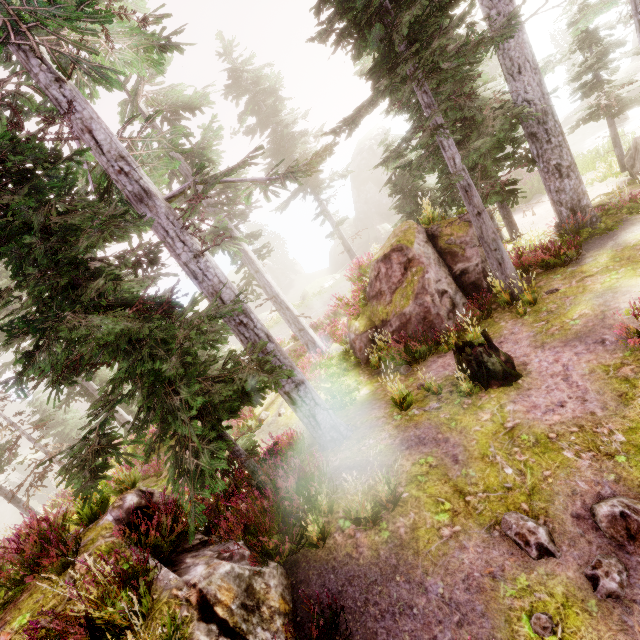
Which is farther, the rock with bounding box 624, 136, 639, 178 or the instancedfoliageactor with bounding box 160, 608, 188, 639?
the rock with bounding box 624, 136, 639, 178

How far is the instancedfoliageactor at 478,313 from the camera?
8.99m

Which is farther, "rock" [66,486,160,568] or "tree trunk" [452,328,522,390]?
"tree trunk" [452,328,522,390]

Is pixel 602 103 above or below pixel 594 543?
above

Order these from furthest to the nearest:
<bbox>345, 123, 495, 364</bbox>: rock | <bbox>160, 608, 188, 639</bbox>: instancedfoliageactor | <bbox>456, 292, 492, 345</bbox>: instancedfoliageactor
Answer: <bbox>345, 123, 495, 364</bbox>: rock < <bbox>456, 292, 492, 345</bbox>: instancedfoliageactor < <bbox>160, 608, 188, 639</bbox>: instancedfoliageactor

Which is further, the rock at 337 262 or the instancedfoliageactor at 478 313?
the rock at 337 262

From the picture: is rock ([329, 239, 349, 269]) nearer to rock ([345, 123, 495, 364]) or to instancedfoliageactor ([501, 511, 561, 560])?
instancedfoliageactor ([501, 511, 561, 560])

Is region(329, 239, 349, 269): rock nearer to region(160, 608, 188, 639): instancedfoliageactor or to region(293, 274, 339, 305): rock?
region(160, 608, 188, 639): instancedfoliageactor
